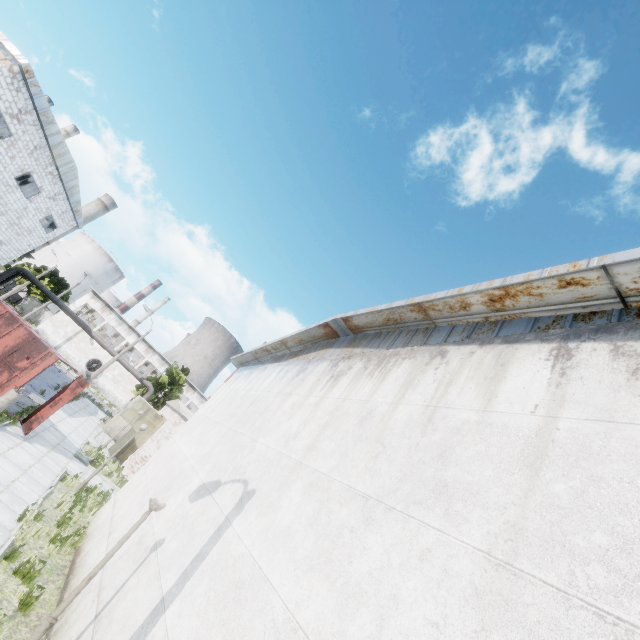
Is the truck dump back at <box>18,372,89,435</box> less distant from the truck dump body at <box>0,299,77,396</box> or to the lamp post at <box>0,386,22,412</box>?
the truck dump body at <box>0,299,77,396</box>

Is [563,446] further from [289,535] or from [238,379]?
[238,379]

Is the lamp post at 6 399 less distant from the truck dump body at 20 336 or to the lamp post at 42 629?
the truck dump body at 20 336

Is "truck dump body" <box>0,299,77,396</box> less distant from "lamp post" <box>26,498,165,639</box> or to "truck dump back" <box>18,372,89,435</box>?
"truck dump back" <box>18,372,89,435</box>

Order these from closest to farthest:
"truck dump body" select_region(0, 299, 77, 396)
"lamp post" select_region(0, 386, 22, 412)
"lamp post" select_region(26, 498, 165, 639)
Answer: "lamp post" select_region(26, 498, 165, 639) < "lamp post" select_region(0, 386, 22, 412) < "truck dump body" select_region(0, 299, 77, 396)

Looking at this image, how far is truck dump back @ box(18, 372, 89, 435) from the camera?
14.5 meters

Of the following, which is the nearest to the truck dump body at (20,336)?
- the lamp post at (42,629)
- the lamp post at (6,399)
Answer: the lamp post at (6,399)
